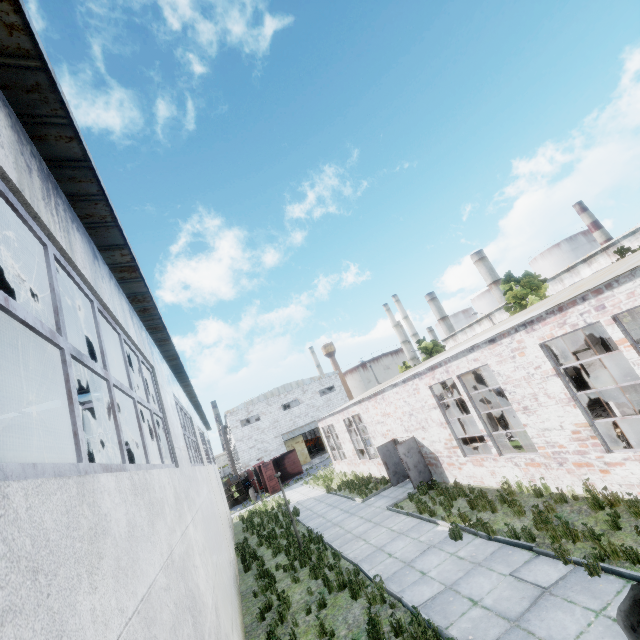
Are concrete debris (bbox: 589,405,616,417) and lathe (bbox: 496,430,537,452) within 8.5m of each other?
yes

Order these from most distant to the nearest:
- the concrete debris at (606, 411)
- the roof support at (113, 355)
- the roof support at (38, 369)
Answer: the concrete debris at (606, 411) < the roof support at (113, 355) < the roof support at (38, 369)

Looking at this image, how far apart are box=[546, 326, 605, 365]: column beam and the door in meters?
40.4 m

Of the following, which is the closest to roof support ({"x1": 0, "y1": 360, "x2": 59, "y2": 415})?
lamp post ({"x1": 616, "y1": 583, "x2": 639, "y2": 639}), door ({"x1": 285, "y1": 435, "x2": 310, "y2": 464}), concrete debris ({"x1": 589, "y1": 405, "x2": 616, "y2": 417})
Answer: lamp post ({"x1": 616, "y1": 583, "x2": 639, "y2": 639})

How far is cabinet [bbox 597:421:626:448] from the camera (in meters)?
8.52

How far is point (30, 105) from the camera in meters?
2.8 m

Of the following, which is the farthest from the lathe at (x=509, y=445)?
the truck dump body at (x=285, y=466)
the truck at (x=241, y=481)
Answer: the truck at (x=241, y=481)

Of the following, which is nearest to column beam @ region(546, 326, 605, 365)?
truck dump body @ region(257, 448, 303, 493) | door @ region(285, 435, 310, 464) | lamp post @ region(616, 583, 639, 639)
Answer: lamp post @ region(616, 583, 639, 639)
